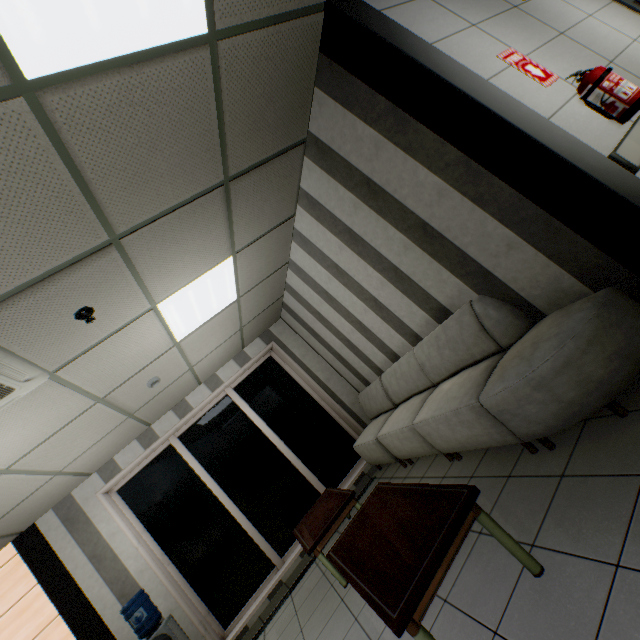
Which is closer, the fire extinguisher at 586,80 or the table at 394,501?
the table at 394,501

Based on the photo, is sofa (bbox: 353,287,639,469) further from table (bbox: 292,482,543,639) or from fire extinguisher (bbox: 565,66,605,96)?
fire extinguisher (bbox: 565,66,605,96)

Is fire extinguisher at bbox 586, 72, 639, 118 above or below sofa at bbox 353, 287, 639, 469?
above

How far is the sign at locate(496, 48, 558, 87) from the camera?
2.3 meters

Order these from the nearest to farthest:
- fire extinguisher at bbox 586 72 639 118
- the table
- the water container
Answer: the table, fire extinguisher at bbox 586 72 639 118, the water container

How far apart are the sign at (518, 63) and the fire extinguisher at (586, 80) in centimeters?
12cm

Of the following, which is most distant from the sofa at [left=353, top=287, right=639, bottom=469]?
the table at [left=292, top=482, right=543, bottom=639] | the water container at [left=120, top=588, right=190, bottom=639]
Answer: the water container at [left=120, top=588, right=190, bottom=639]

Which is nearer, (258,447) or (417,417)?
(417,417)
